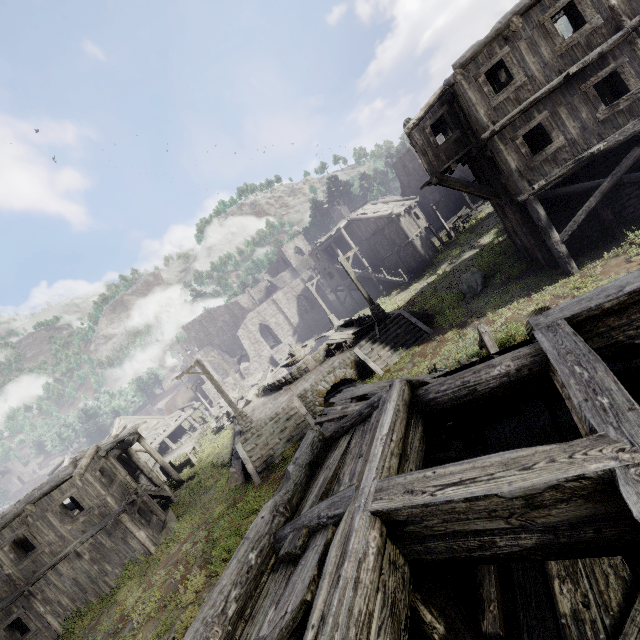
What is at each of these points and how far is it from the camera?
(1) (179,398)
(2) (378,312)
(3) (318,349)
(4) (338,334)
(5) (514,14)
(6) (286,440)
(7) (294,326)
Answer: (1) shelter, 49.4m
(2) wooden lamp post, 19.4m
(3) fountain, 21.2m
(4) broken furniture, 20.8m
(5) building, 11.3m
(6) stairs, 16.1m
(7) building, 44.1m

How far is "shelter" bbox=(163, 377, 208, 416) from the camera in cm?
4888

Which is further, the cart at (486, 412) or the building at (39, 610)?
the building at (39, 610)

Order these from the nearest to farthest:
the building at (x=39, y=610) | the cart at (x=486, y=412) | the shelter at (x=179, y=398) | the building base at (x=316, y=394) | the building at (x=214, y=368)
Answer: the cart at (x=486, y=412), the building at (x=39, y=610), the building base at (x=316, y=394), the building at (x=214, y=368), the shelter at (x=179, y=398)

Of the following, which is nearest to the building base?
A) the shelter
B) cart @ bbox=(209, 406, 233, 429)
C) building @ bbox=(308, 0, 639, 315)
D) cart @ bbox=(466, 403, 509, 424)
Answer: cart @ bbox=(209, 406, 233, 429)

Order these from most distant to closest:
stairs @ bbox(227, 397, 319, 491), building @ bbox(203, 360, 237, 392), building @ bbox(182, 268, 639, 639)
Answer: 1. building @ bbox(203, 360, 237, 392)
2. stairs @ bbox(227, 397, 319, 491)
3. building @ bbox(182, 268, 639, 639)

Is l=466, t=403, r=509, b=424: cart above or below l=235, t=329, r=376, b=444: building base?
below

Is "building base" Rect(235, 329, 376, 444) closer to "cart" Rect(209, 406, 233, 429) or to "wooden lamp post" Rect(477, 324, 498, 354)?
"cart" Rect(209, 406, 233, 429)
